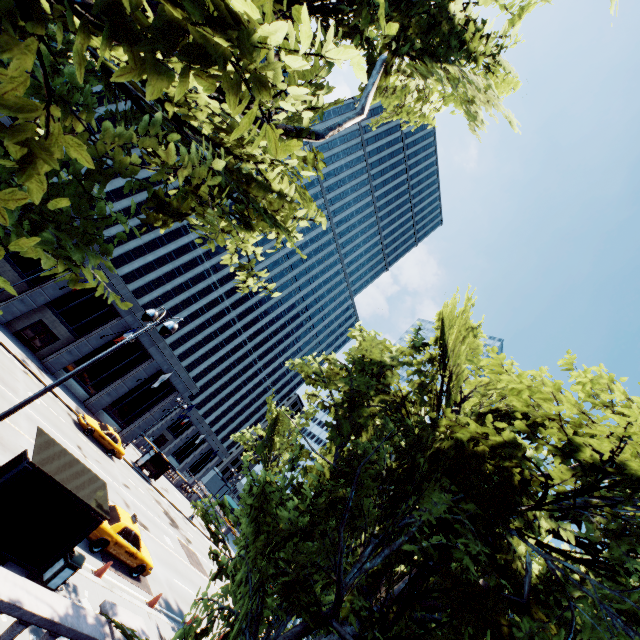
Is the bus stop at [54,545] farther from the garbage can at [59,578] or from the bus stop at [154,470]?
the bus stop at [154,470]

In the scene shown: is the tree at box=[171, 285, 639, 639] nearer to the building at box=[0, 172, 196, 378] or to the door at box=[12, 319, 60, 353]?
the building at box=[0, 172, 196, 378]

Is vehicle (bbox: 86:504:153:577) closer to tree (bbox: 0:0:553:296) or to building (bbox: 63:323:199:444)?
tree (bbox: 0:0:553:296)

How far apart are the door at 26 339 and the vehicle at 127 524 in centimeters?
2208cm

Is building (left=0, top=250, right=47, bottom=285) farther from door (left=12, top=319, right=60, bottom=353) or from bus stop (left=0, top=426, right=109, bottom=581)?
bus stop (left=0, top=426, right=109, bottom=581)

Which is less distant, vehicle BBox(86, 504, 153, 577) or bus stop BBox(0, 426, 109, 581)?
bus stop BBox(0, 426, 109, 581)

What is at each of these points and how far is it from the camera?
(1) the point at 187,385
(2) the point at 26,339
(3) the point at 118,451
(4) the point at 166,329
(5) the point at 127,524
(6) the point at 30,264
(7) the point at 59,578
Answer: (1) building, 39.88m
(2) door, 29.31m
(3) vehicle, 28.25m
(4) light, 10.02m
(5) vehicle, 15.05m
(6) building, 28.42m
(7) garbage can, 9.86m

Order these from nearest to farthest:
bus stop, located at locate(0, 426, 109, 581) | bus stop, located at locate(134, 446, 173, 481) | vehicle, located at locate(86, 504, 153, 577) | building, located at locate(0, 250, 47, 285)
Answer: bus stop, located at locate(0, 426, 109, 581) < vehicle, located at locate(86, 504, 153, 577) < building, located at locate(0, 250, 47, 285) < bus stop, located at locate(134, 446, 173, 481)
